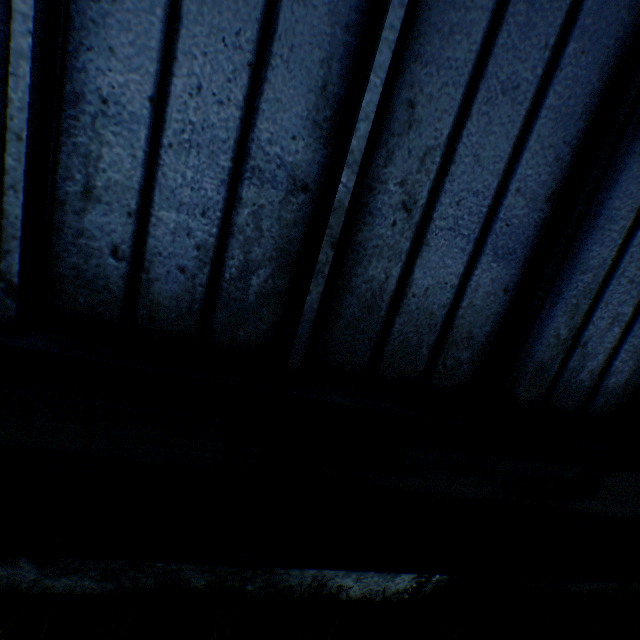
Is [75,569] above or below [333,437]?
below
